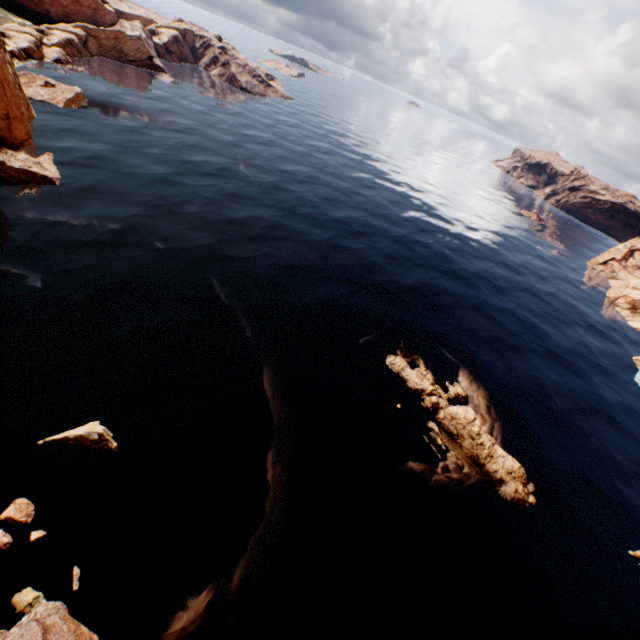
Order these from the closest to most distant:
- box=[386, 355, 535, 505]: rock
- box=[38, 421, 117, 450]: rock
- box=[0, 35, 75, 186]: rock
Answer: Result: box=[38, 421, 117, 450]: rock < box=[386, 355, 535, 505]: rock < box=[0, 35, 75, 186]: rock

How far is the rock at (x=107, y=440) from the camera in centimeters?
2059cm

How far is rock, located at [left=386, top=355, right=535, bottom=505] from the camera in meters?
28.0 m

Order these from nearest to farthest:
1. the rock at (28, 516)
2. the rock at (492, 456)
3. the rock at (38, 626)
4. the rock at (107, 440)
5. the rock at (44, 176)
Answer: the rock at (38, 626)
the rock at (28, 516)
the rock at (107, 440)
the rock at (492, 456)
the rock at (44, 176)

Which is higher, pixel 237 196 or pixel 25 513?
pixel 25 513

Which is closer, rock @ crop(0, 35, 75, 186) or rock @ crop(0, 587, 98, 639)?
rock @ crop(0, 587, 98, 639)

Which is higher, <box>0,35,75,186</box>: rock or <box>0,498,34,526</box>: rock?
<box>0,35,75,186</box>: rock
